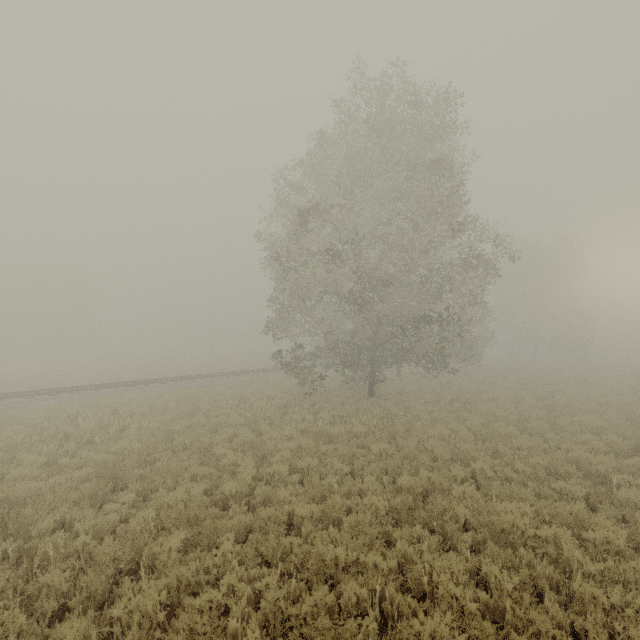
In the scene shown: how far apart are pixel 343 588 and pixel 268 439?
7.3m
